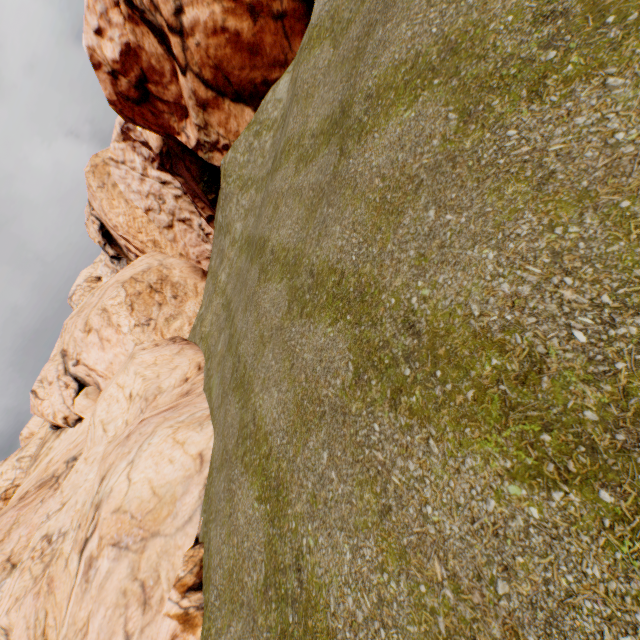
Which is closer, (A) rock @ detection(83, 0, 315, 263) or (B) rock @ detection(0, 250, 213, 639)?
(B) rock @ detection(0, 250, 213, 639)

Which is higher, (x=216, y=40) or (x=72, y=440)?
(x=216, y=40)

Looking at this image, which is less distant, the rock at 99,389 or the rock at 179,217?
the rock at 99,389
